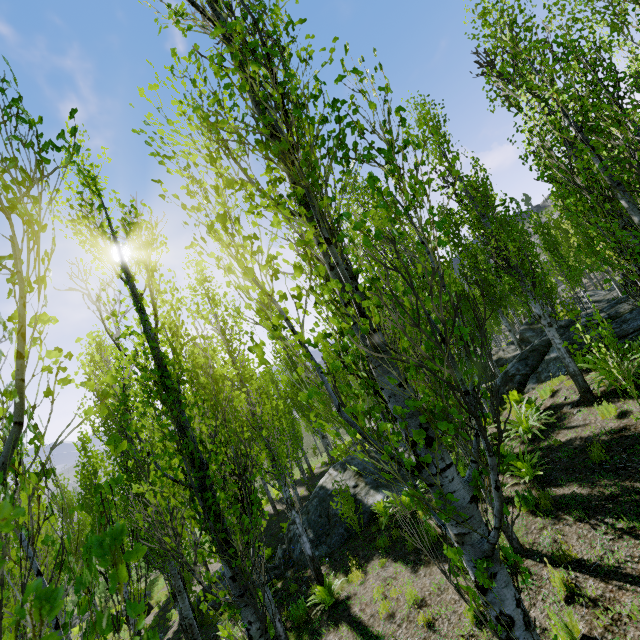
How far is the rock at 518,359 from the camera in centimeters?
1189cm

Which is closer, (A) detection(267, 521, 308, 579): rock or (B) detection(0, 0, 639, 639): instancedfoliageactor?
(B) detection(0, 0, 639, 639): instancedfoliageactor

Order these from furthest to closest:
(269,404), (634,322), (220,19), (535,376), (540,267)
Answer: (269,404), (535,376), (634,322), (540,267), (220,19)

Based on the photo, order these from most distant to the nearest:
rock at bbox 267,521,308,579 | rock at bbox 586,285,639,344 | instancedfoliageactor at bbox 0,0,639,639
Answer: rock at bbox 267,521,308,579, rock at bbox 586,285,639,344, instancedfoliageactor at bbox 0,0,639,639

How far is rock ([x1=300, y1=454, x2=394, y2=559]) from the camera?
10.98m

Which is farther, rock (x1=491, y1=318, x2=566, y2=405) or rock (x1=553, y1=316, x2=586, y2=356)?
rock (x1=491, y1=318, x2=566, y2=405)

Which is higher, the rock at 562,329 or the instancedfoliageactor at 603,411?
the rock at 562,329
